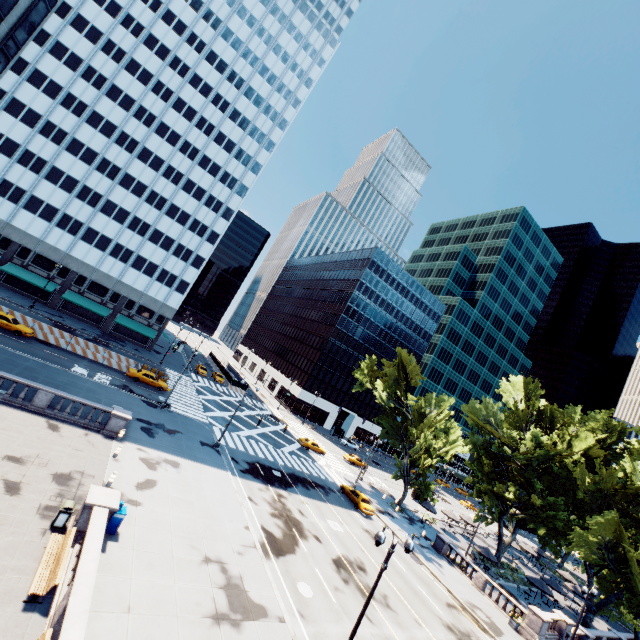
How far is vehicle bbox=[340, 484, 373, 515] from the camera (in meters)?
35.96

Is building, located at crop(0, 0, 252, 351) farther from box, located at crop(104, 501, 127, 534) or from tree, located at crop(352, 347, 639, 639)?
box, located at crop(104, 501, 127, 534)

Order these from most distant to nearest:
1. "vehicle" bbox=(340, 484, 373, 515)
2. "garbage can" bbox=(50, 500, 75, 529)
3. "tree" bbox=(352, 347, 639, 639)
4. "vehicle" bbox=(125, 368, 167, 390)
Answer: "vehicle" bbox=(125, 368, 167, 390) → "vehicle" bbox=(340, 484, 373, 515) → "tree" bbox=(352, 347, 639, 639) → "garbage can" bbox=(50, 500, 75, 529)

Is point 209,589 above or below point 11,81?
below

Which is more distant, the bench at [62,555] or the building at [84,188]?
the building at [84,188]

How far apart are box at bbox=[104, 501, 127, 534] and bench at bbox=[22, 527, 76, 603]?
1.8 meters

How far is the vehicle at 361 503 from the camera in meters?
36.0 m

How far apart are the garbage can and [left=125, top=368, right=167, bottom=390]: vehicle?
26.4m
